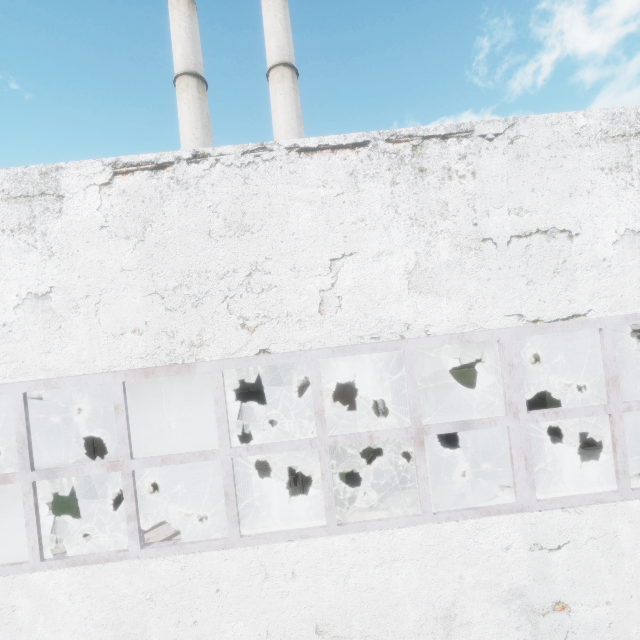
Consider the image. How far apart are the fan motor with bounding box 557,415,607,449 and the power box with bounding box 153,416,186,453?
13.9m

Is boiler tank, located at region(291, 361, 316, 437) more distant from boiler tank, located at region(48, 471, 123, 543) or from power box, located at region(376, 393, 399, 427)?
boiler tank, located at region(48, 471, 123, 543)

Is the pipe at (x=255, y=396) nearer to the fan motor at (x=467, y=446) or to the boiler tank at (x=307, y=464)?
the boiler tank at (x=307, y=464)

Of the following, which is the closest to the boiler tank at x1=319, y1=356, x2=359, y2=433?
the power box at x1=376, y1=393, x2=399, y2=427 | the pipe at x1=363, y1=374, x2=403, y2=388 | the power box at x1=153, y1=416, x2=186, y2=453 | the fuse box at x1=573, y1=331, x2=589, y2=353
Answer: the power box at x1=376, y1=393, x2=399, y2=427

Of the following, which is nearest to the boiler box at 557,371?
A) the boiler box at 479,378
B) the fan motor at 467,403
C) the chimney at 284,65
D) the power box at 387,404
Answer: the boiler box at 479,378

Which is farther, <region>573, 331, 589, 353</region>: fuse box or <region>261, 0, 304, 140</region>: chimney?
<region>261, 0, 304, 140</region>: chimney

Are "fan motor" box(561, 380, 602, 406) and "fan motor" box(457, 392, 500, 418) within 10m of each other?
yes

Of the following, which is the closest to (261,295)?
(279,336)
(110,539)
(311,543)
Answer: (279,336)
